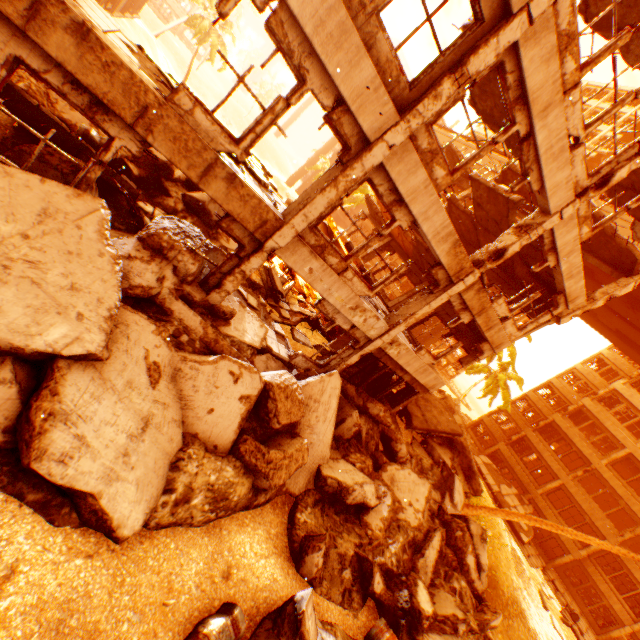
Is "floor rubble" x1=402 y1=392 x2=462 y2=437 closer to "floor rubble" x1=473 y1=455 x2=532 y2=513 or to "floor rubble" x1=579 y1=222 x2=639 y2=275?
"floor rubble" x1=579 y1=222 x2=639 y2=275

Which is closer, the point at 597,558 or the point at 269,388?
the point at 269,388

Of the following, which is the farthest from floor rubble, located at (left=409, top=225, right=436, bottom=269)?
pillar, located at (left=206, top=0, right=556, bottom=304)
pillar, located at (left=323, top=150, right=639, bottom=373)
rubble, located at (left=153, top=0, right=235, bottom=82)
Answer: rubble, located at (left=153, top=0, right=235, bottom=82)

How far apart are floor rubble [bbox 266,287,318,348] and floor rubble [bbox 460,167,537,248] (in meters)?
Result: 8.34

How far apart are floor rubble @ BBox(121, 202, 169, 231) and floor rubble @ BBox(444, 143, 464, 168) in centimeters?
1714cm

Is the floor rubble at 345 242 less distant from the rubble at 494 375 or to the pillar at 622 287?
the rubble at 494 375

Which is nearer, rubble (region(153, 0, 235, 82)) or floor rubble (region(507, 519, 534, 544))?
floor rubble (region(507, 519, 534, 544))

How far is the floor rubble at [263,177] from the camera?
7.51m
